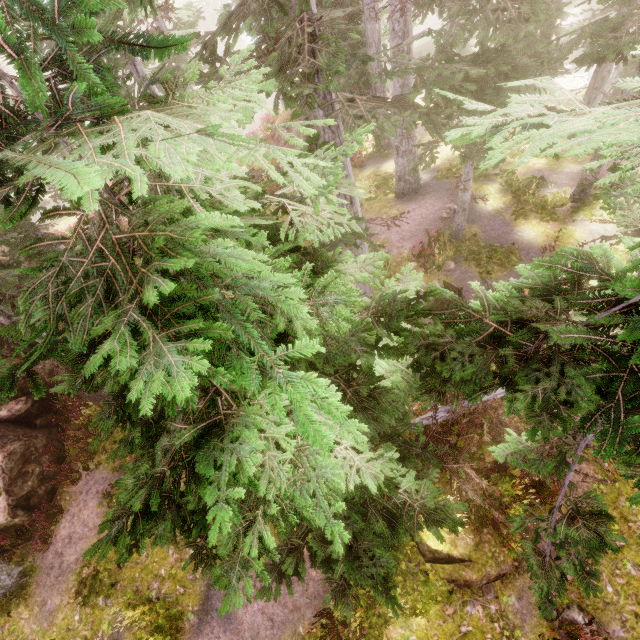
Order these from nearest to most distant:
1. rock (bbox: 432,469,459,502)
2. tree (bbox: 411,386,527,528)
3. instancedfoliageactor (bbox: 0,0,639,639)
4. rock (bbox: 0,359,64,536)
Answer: instancedfoliageactor (bbox: 0,0,639,639), tree (bbox: 411,386,527,528), rock (bbox: 432,469,459,502), rock (bbox: 0,359,64,536)

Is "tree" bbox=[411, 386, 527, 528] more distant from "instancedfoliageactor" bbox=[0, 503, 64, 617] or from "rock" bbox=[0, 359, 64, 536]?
"rock" bbox=[0, 359, 64, 536]

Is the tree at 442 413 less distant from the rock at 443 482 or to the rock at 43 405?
the rock at 443 482

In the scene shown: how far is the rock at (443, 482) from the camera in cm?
918

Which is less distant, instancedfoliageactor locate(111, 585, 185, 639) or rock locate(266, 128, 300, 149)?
instancedfoliageactor locate(111, 585, 185, 639)

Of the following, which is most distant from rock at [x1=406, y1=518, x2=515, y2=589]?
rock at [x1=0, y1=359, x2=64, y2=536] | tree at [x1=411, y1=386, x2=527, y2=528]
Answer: rock at [x1=0, y1=359, x2=64, y2=536]

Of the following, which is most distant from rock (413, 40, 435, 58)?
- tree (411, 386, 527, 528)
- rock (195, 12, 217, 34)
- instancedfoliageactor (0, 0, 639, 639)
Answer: rock (195, 12, 217, 34)

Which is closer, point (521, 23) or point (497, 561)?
point (521, 23)
